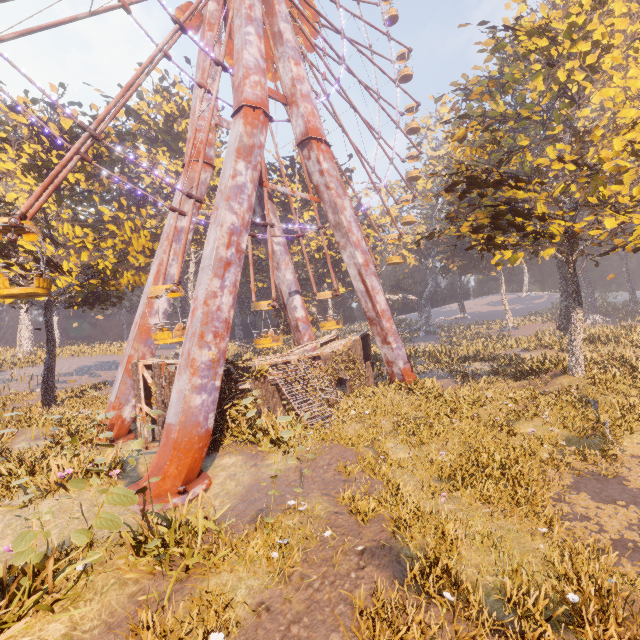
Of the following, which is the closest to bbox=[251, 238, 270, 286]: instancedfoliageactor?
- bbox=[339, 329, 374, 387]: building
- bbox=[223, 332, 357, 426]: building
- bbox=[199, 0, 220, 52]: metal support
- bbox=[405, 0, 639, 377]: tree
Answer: bbox=[223, 332, 357, 426]: building

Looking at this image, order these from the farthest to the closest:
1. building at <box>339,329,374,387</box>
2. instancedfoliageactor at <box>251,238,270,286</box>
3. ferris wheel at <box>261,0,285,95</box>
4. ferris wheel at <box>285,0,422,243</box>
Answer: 1. instancedfoliageactor at <box>251,238,270,286</box>
2. ferris wheel at <box>285,0,422,243</box>
3. building at <box>339,329,374,387</box>
4. ferris wheel at <box>261,0,285,95</box>

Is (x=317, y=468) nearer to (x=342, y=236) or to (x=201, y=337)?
(x=201, y=337)

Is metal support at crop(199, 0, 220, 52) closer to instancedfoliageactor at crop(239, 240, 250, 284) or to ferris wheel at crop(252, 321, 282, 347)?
ferris wheel at crop(252, 321, 282, 347)

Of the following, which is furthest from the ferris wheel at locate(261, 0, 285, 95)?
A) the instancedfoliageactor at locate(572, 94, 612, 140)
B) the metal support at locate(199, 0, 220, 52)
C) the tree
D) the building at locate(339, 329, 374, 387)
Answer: the instancedfoliageactor at locate(572, 94, 612, 140)

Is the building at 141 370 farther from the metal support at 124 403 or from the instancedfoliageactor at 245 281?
the metal support at 124 403

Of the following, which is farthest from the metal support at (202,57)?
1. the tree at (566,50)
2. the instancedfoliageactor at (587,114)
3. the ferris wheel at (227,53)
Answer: the instancedfoliageactor at (587,114)

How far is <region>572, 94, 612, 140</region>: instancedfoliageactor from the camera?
21.9 meters
